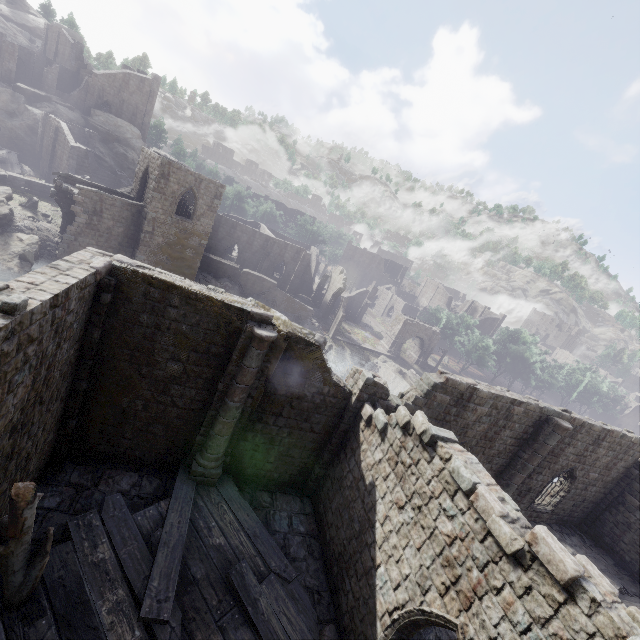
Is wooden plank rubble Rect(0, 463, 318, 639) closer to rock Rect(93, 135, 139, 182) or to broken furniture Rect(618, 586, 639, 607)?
broken furniture Rect(618, 586, 639, 607)

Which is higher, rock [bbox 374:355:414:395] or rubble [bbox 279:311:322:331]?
rubble [bbox 279:311:322:331]

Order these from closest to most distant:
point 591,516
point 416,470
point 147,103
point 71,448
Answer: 1. point 416,470
2. point 71,448
3. point 591,516
4. point 147,103

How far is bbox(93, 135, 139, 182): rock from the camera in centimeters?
4995cm

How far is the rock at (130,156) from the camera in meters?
50.0 m

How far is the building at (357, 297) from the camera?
55.38m

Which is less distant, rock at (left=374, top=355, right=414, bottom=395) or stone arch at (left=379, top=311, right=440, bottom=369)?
rock at (left=374, top=355, right=414, bottom=395)

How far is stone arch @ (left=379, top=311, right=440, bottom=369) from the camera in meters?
48.0
